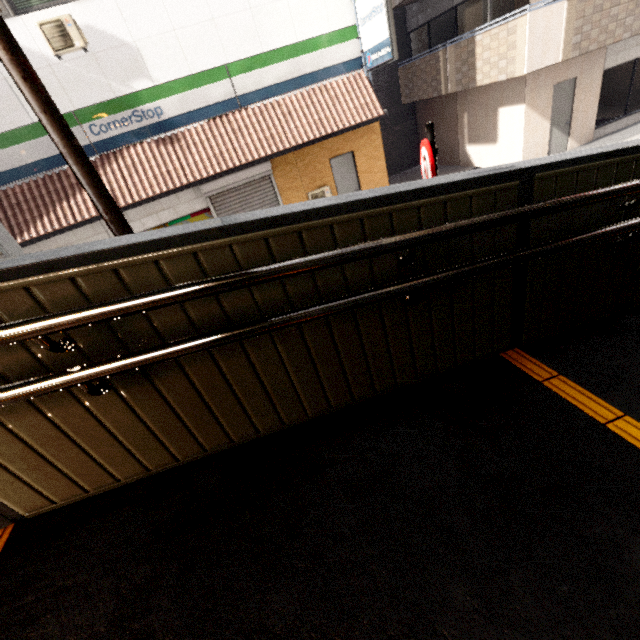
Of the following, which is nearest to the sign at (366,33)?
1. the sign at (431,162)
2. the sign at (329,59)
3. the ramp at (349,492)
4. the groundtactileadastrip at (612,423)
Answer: the sign at (329,59)

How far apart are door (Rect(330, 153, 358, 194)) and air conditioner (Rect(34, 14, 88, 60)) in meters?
6.5

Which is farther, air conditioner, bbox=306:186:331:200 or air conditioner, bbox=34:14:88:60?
air conditioner, bbox=306:186:331:200

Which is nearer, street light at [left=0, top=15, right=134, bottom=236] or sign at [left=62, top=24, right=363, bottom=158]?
street light at [left=0, top=15, right=134, bottom=236]

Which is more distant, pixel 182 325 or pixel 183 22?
pixel 183 22

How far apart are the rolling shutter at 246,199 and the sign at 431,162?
7.2 meters

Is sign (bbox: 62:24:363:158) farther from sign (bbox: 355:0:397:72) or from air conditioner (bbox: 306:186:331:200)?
air conditioner (bbox: 306:186:331:200)

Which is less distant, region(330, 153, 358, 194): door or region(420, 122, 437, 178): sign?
region(420, 122, 437, 178): sign
